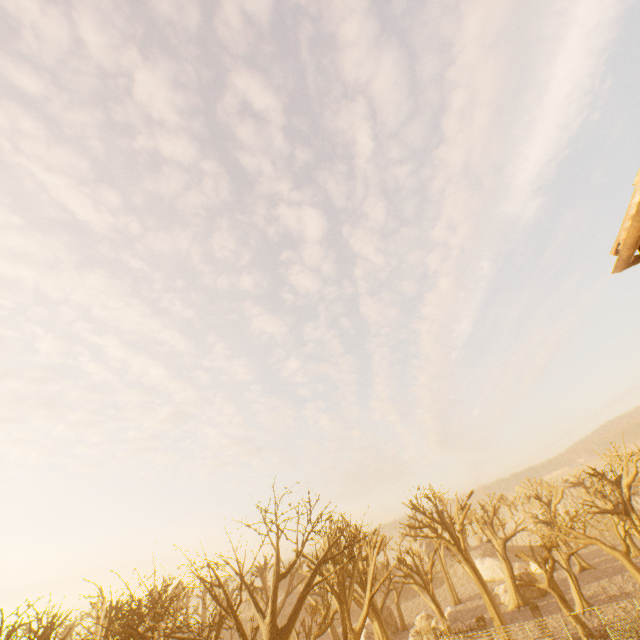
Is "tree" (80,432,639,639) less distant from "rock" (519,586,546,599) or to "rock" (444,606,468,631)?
"rock" (519,586,546,599)

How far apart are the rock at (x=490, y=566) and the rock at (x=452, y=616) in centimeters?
2257cm

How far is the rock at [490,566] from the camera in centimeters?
4897cm

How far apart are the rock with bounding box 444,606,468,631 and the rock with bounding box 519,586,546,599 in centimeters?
889cm

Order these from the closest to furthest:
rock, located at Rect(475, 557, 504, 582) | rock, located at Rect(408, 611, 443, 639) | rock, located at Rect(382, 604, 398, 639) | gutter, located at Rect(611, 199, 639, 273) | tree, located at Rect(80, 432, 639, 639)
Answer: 1. gutter, located at Rect(611, 199, 639, 273)
2. tree, located at Rect(80, 432, 639, 639)
3. rock, located at Rect(408, 611, 443, 639)
4. rock, located at Rect(382, 604, 398, 639)
5. rock, located at Rect(475, 557, 504, 582)

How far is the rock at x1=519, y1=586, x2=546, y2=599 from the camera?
35.3 meters

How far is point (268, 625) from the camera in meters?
13.2

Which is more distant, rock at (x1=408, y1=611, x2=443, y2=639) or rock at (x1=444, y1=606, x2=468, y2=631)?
rock at (x1=408, y1=611, x2=443, y2=639)
